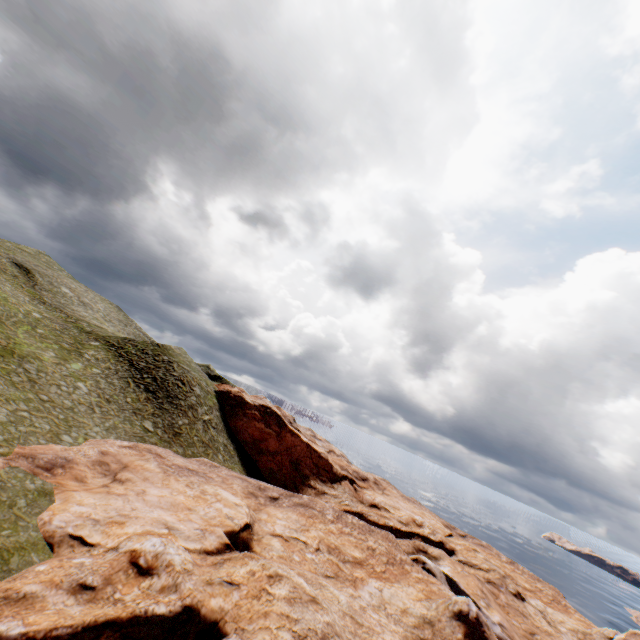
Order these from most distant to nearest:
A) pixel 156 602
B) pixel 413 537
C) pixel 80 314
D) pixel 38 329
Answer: pixel 80 314 < pixel 413 537 < pixel 38 329 < pixel 156 602
